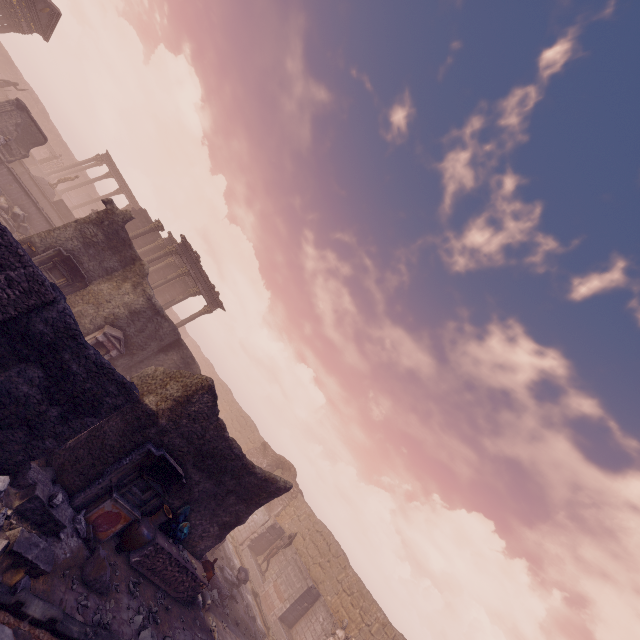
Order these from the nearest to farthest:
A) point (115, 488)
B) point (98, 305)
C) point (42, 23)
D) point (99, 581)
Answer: point (99, 581) < point (115, 488) < point (98, 305) < point (42, 23)

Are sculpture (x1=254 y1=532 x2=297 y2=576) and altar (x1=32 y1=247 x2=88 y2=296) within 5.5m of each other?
no

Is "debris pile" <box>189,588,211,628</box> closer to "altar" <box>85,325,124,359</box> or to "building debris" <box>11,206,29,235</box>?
"altar" <box>85,325,124,359</box>

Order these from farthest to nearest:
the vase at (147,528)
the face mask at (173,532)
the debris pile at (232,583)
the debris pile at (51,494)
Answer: the debris pile at (232,583), the face mask at (173,532), the vase at (147,528), the debris pile at (51,494)

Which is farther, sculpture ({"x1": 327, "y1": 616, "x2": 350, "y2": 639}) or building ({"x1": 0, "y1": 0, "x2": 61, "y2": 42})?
building ({"x1": 0, "y1": 0, "x2": 61, "y2": 42})

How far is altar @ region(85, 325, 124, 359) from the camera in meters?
13.2

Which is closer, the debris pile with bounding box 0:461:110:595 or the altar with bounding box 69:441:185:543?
the debris pile with bounding box 0:461:110:595

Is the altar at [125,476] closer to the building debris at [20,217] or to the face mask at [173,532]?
the face mask at [173,532]
